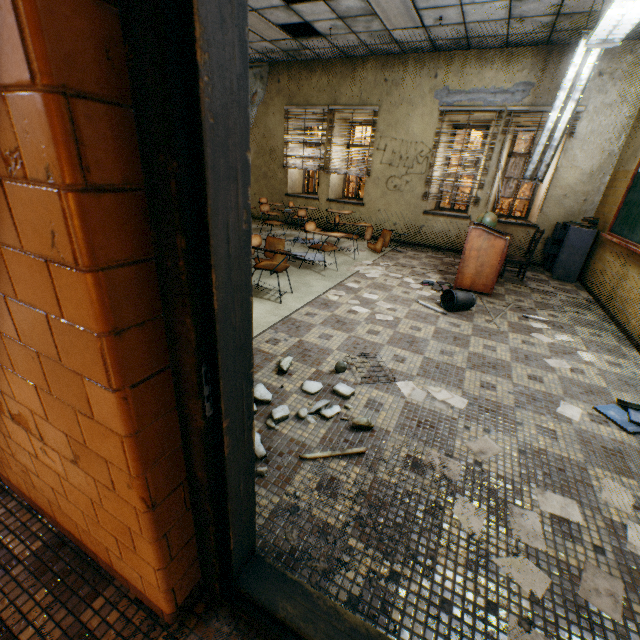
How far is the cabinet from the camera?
5.91m

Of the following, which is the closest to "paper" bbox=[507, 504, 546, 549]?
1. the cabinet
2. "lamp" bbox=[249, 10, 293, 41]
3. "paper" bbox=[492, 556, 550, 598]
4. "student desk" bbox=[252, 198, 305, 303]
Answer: "paper" bbox=[492, 556, 550, 598]

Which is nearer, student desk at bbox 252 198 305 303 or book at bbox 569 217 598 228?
student desk at bbox 252 198 305 303

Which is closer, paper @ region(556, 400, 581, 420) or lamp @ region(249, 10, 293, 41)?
paper @ region(556, 400, 581, 420)

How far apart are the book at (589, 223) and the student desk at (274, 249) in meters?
5.3 m

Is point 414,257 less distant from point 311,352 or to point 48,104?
point 311,352

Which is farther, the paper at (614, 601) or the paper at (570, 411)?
the paper at (570, 411)

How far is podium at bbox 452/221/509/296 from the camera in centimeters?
475cm
